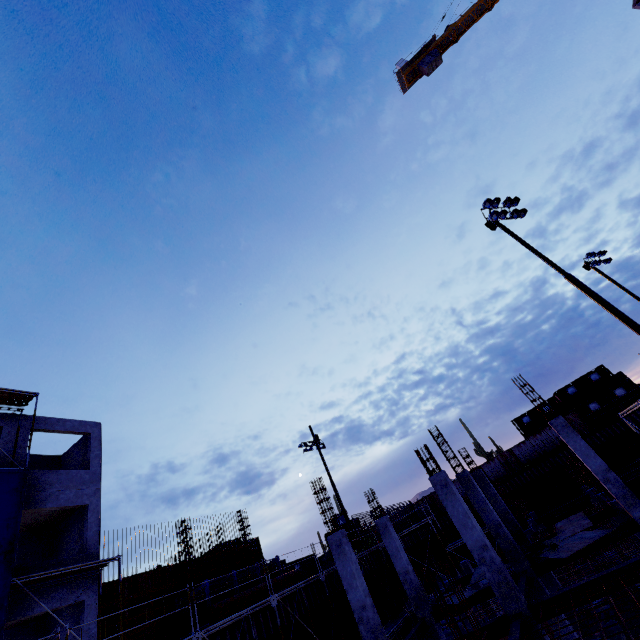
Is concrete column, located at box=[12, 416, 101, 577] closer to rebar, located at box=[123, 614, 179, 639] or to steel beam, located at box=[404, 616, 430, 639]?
rebar, located at box=[123, 614, 179, 639]

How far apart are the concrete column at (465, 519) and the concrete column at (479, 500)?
4.3m

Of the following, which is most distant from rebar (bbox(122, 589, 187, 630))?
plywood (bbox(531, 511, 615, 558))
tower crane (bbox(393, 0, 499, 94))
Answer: tower crane (bbox(393, 0, 499, 94))

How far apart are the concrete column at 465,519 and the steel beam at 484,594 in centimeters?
456cm

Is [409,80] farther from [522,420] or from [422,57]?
[522,420]

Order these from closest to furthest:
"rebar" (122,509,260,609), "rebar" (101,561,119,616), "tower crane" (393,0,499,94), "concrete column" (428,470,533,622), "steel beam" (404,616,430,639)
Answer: "concrete column" (428,470,533,622), "steel beam" (404,616,430,639), "rebar" (101,561,119,616), "rebar" (122,509,260,609), "tower crane" (393,0,499,94)

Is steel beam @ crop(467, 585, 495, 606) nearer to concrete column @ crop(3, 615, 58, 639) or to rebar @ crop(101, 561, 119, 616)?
rebar @ crop(101, 561, 119, 616)

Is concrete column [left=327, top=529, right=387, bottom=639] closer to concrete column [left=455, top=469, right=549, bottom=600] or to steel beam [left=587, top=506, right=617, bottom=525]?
concrete column [left=455, top=469, right=549, bottom=600]
